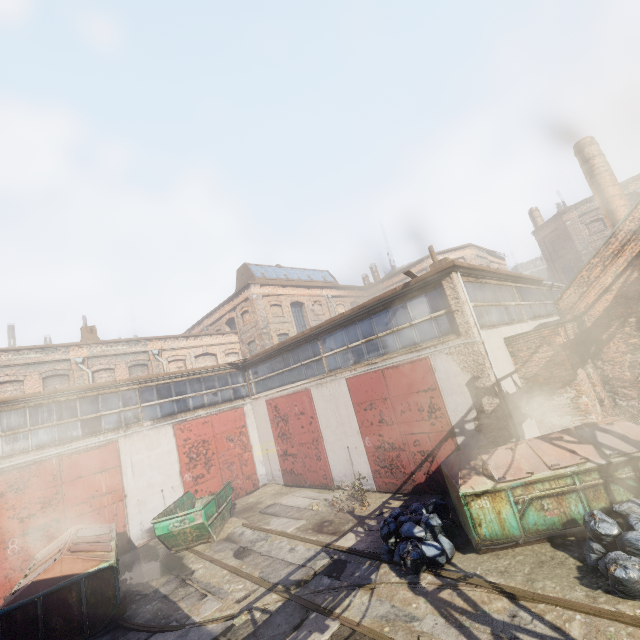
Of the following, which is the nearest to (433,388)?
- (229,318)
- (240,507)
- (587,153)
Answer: (240,507)

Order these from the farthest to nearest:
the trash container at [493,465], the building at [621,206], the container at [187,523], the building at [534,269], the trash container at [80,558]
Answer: the building at [534,269] → the building at [621,206] → the container at [187,523] → the trash container at [80,558] → the trash container at [493,465]

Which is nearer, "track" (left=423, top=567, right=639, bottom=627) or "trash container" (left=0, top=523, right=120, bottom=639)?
"track" (left=423, top=567, right=639, bottom=627)

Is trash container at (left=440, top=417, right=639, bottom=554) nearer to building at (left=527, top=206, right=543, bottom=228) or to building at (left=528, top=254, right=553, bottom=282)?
building at (left=527, top=206, right=543, bottom=228)

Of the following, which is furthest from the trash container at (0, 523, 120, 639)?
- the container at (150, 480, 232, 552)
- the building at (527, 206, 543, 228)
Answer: the building at (527, 206, 543, 228)

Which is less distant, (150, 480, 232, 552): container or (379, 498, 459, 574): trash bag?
(379, 498, 459, 574): trash bag

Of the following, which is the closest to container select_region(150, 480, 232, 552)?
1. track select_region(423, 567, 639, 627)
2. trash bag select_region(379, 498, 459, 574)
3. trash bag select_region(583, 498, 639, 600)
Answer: track select_region(423, 567, 639, 627)

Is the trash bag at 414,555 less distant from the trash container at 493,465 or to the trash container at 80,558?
the trash container at 493,465
